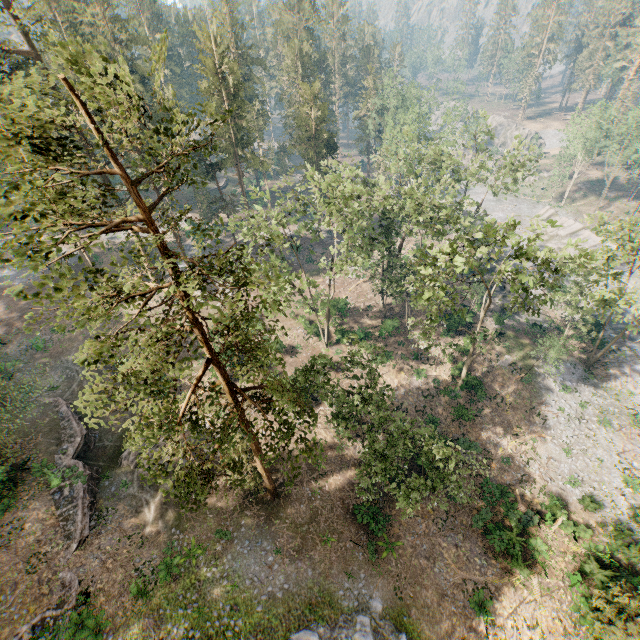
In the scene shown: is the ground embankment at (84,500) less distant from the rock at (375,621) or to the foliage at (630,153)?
the foliage at (630,153)

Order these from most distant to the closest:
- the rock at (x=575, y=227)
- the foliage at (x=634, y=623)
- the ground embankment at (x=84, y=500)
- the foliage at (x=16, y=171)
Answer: the rock at (x=575, y=227), the ground embankment at (x=84, y=500), the foliage at (x=634, y=623), the foliage at (x=16, y=171)

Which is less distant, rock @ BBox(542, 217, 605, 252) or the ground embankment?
the ground embankment

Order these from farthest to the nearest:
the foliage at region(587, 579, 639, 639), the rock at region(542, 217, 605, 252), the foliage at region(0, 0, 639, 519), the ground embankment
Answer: the rock at region(542, 217, 605, 252)
the ground embankment
the foliage at region(587, 579, 639, 639)
the foliage at region(0, 0, 639, 519)

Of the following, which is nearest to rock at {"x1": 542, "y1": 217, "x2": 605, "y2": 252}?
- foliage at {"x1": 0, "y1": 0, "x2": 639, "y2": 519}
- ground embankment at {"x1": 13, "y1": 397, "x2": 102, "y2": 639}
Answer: foliage at {"x1": 0, "y1": 0, "x2": 639, "y2": 519}

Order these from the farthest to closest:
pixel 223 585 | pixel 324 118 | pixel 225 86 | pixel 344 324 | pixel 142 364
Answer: pixel 324 118 → pixel 344 324 → pixel 225 86 → pixel 223 585 → pixel 142 364

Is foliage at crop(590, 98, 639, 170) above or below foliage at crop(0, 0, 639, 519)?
below

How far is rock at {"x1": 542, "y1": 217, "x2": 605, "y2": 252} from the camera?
53.6 meters
